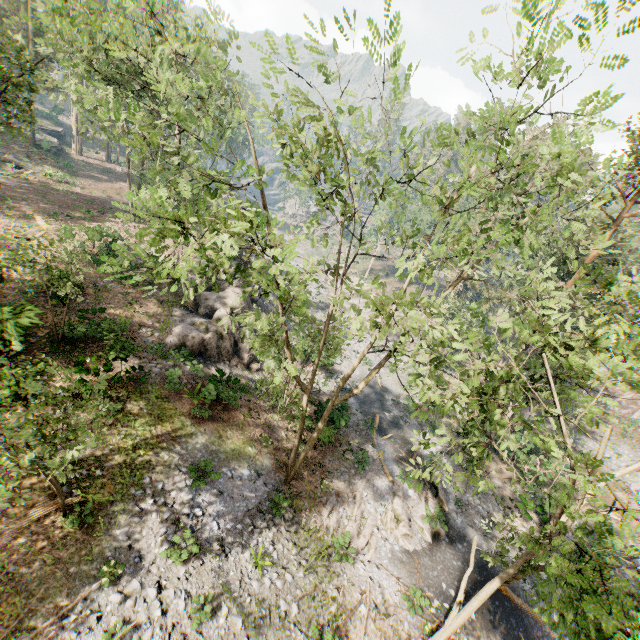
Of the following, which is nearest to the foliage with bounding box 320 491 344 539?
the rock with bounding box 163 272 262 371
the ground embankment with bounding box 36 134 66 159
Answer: the rock with bounding box 163 272 262 371

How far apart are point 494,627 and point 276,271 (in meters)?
20.27

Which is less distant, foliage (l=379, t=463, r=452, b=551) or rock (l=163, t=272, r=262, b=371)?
foliage (l=379, t=463, r=452, b=551)

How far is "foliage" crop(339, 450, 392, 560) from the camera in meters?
16.4

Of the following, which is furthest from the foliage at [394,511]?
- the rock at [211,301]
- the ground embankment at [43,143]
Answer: the ground embankment at [43,143]

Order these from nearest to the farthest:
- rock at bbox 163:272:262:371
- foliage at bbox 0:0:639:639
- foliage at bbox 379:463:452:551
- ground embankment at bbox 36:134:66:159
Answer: foliage at bbox 0:0:639:639, foliage at bbox 379:463:452:551, rock at bbox 163:272:262:371, ground embankment at bbox 36:134:66:159

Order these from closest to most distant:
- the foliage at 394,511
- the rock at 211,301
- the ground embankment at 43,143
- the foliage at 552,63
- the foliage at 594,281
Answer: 1. the foliage at 552,63
2. the foliage at 594,281
3. the foliage at 394,511
4. the rock at 211,301
5. the ground embankment at 43,143

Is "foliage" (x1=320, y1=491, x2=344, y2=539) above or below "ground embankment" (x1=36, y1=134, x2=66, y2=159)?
below
